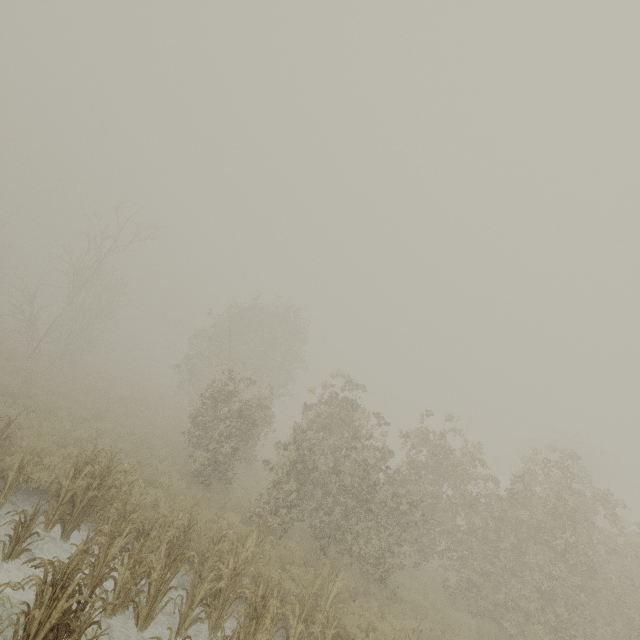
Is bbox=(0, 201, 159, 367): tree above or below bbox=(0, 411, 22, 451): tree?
above

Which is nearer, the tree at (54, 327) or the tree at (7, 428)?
the tree at (7, 428)

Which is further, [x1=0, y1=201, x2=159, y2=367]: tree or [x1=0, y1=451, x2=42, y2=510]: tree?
[x1=0, y1=201, x2=159, y2=367]: tree

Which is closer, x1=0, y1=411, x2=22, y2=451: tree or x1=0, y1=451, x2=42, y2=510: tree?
x1=0, y1=451, x2=42, y2=510: tree

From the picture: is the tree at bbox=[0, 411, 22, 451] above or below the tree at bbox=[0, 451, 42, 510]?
above

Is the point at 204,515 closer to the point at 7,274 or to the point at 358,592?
the point at 358,592

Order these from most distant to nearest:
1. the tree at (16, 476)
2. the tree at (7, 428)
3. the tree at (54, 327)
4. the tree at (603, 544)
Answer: the tree at (54, 327) < the tree at (7, 428) < the tree at (16, 476) < the tree at (603, 544)
